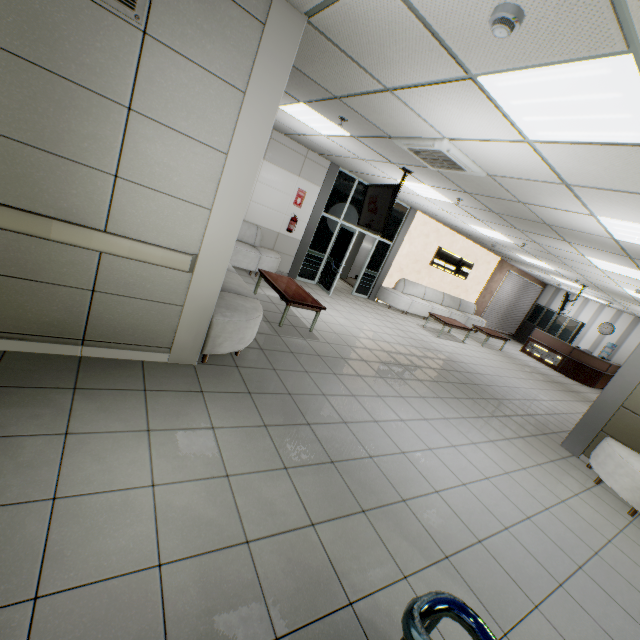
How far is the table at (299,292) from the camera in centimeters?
545cm

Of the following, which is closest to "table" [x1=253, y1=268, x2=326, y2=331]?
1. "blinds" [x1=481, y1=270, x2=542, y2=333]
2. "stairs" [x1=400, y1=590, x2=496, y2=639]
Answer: "stairs" [x1=400, y1=590, x2=496, y2=639]

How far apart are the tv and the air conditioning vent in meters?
0.5 m

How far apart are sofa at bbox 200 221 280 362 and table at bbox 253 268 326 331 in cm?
68

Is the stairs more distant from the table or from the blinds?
the blinds

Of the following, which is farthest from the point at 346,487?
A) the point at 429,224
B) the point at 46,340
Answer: the point at 429,224

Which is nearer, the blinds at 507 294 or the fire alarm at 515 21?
the fire alarm at 515 21

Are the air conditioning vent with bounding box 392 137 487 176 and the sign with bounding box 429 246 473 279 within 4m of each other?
no
